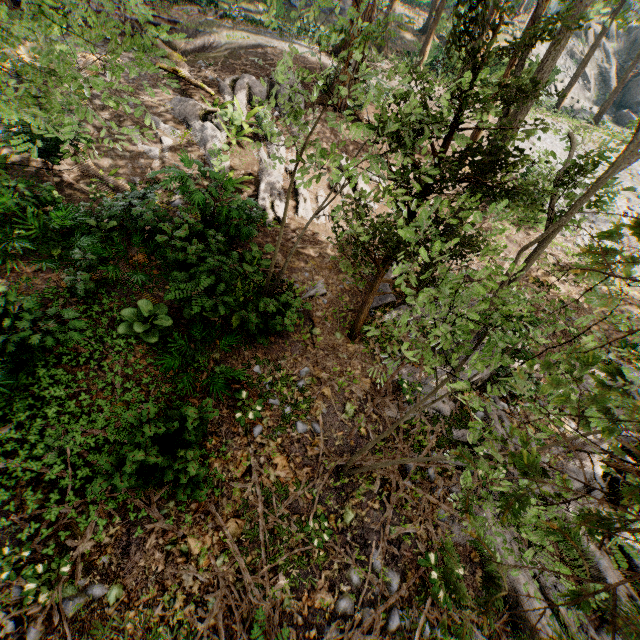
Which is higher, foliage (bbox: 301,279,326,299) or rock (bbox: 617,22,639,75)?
rock (bbox: 617,22,639,75)

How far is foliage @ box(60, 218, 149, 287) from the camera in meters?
6.9

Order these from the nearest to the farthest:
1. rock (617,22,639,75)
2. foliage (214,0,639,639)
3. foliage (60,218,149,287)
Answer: foliage (214,0,639,639)
foliage (60,218,149,287)
rock (617,22,639,75)

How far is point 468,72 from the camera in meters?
4.2

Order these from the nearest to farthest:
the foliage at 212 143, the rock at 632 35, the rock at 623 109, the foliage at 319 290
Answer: the foliage at 319 290
the foliage at 212 143
the rock at 623 109
the rock at 632 35

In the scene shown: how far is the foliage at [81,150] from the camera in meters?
4.1 m
